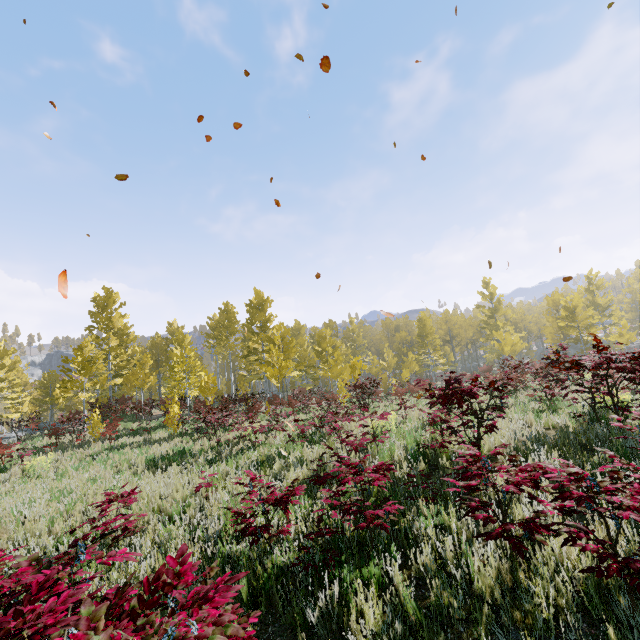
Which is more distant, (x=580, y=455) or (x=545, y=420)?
(x=545, y=420)
